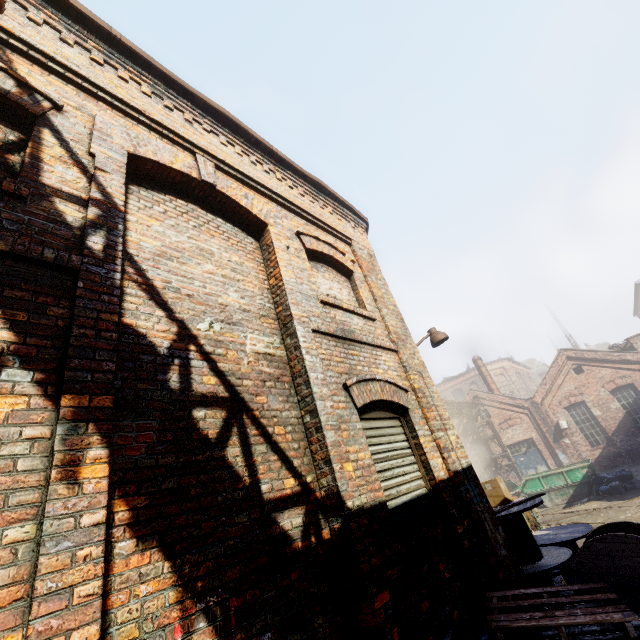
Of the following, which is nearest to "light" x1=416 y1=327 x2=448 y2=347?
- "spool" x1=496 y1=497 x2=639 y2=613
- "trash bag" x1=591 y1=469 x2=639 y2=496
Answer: "spool" x1=496 y1=497 x2=639 y2=613

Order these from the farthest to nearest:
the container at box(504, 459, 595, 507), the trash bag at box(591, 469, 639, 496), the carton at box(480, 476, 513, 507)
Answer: the container at box(504, 459, 595, 507)
the trash bag at box(591, 469, 639, 496)
the carton at box(480, 476, 513, 507)

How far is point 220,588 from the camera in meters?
2.1

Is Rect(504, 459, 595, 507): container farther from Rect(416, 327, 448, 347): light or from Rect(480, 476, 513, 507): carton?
Rect(416, 327, 448, 347): light

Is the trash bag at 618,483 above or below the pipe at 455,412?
below

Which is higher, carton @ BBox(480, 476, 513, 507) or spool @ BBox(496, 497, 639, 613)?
carton @ BBox(480, 476, 513, 507)

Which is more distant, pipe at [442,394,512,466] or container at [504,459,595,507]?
pipe at [442,394,512,466]

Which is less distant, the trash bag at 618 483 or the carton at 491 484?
the carton at 491 484
